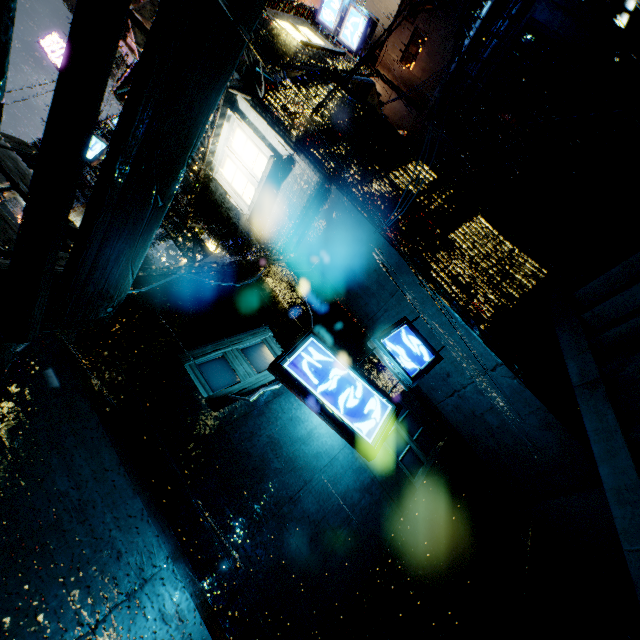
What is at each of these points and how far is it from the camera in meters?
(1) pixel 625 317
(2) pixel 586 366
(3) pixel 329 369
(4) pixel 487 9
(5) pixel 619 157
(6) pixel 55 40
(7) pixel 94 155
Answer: (1) stairs, 5.8
(2) structural stair, 5.8
(3) sign, 6.0
(4) building, 16.8
(5) structural stair, 8.8
(6) sign, 17.0
(7) sign, 14.5

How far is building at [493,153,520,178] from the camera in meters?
19.6 m

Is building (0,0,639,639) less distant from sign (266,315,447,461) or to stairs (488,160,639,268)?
sign (266,315,447,461)

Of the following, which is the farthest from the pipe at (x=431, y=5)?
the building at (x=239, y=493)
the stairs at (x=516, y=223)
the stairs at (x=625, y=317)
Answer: the stairs at (x=625, y=317)

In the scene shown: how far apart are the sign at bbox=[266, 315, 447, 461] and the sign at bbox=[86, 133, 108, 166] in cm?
1455

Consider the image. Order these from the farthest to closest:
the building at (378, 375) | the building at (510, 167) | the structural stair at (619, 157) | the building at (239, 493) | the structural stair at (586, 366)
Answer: the building at (510, 167) < the structural stair at (619, 157) < the building at (378, 375) < the structural stair at (586, 366) < the building at (239, 493)

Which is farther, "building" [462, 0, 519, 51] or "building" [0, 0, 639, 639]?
"building" [462, 0, 519, 51]

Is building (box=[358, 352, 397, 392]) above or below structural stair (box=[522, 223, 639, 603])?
above
